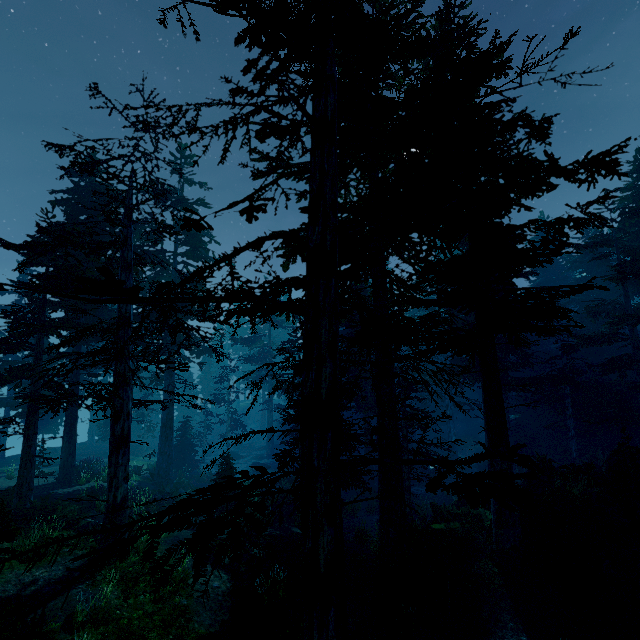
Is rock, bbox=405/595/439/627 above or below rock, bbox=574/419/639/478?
below

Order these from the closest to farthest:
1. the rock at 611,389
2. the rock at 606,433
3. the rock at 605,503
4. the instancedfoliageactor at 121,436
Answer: the instancedfoliageactor at 121,436 < the rock at 605,503 < the rock at 606,433 < the rock at 611,389

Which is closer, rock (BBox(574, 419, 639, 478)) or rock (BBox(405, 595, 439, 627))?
Answer: rock (BBox(405, 595, 439, 627))

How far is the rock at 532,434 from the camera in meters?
29.1

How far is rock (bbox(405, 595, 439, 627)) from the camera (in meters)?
10.08

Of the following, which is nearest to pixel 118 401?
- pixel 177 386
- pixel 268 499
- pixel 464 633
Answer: pixel 268 499
